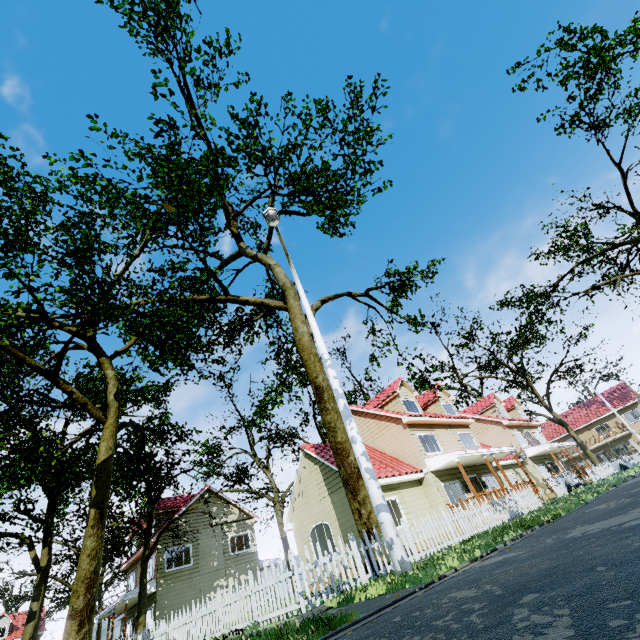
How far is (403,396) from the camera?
21.9m

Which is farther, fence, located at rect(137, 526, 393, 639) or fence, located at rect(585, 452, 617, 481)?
fence, located at rect(585, 452, 617, 481)

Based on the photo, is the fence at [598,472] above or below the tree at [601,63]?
below

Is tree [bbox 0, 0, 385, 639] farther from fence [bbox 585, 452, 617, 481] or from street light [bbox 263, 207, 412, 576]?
street light [bbox 263, 207, 412, 576]

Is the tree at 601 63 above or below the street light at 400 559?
above

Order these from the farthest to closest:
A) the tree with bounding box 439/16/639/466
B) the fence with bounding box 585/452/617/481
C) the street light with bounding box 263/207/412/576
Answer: the fence with bounding box 585/452/617/481 < the tree with bounding box 439/16/639/466 < the street light with bounding box 263/207/412/576

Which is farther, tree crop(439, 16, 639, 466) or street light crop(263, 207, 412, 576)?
tree crop(439, 16, 639, 466)
